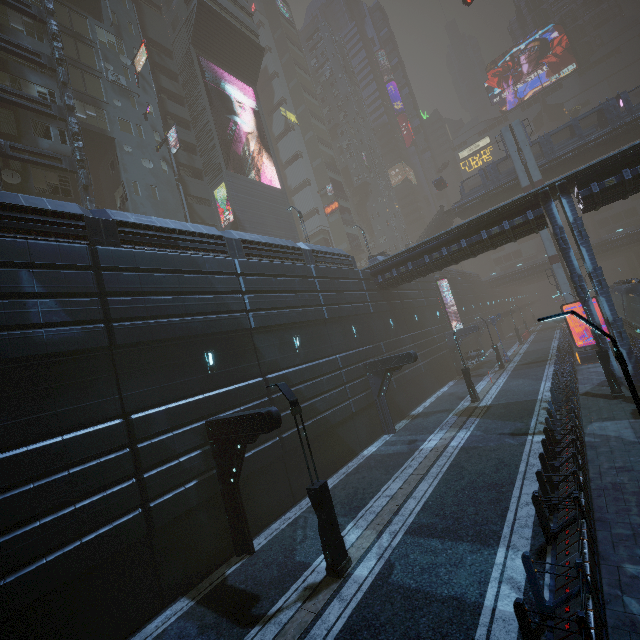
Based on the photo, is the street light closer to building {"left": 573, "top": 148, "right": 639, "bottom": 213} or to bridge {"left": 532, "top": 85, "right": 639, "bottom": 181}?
building {"left": 573, "top": 148, "right": 639, "bottom": 213}

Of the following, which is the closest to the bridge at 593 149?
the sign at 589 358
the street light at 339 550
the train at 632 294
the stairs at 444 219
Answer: the stairs at 444 219

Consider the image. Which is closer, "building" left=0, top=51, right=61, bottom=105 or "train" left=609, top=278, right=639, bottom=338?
"building" left=0, top=51, right=61, bottom=105

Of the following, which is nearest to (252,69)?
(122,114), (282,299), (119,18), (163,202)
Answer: (119,18)

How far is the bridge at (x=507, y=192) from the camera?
41.1m

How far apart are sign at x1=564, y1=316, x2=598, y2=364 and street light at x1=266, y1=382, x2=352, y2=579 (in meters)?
24.97

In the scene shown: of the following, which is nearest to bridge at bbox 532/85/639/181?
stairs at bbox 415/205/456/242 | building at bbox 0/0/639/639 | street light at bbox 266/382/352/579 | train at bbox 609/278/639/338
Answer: stairs at bbox 415/205/456/242

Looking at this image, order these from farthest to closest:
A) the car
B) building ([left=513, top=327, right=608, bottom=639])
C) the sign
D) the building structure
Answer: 1. the car
2. the sign
3. the building structure
4. building ([left=513, top=327, right=608, bottom=639])
